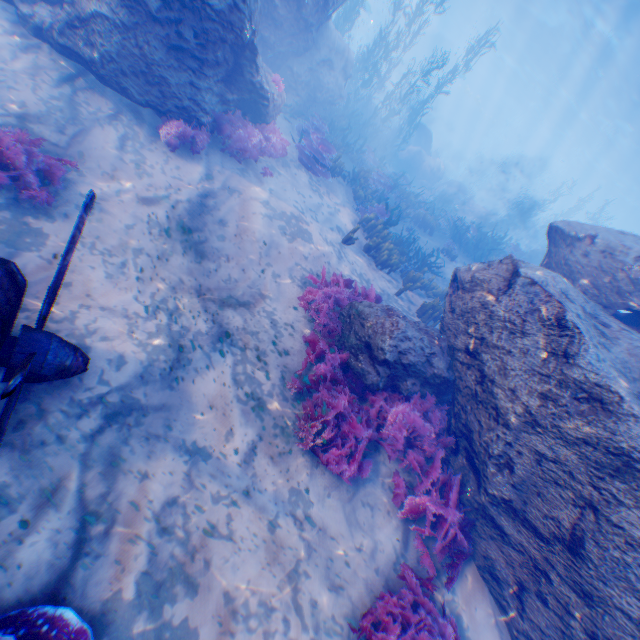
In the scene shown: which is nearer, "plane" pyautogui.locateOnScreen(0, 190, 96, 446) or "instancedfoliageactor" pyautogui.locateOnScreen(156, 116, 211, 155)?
"plane" pyautogui.locateOnScreen(0, 190, 96, 446)

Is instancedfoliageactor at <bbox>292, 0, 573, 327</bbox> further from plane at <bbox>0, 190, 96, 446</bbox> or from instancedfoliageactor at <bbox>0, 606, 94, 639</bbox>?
instancedfoliageactor at <bbox>0, 606, 94, 639</bbox>

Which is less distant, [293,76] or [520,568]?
[520,568]

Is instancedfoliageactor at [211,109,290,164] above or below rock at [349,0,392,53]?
below

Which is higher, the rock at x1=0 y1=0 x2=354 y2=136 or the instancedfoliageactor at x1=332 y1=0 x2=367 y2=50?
the instancedfoliageactor at x1=332 y1=0 x2=367 y2=50

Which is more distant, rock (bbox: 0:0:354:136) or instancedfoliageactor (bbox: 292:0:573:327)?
instancedfoliageactor (bbox: 292:0:573:327)

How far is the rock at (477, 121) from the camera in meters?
22.4

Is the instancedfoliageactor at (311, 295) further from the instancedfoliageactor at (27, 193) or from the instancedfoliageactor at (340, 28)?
the instancedfoliageactor at (27, 193)
